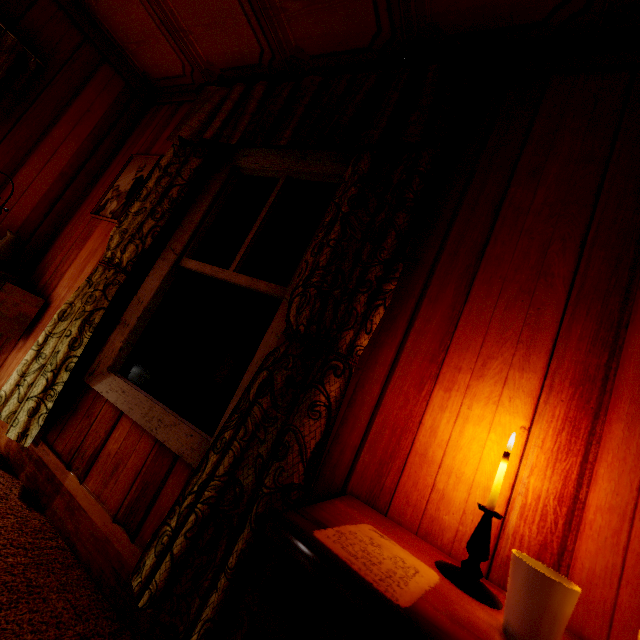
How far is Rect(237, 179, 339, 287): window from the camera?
1.7 meters

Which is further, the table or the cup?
the table

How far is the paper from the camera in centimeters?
57cm

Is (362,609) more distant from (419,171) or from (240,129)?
(240,129)

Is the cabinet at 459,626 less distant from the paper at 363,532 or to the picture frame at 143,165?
the paper at 363,532

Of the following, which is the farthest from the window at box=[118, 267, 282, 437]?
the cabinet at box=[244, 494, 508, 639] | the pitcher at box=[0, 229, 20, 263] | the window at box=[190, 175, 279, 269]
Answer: the pitcher at box=[0, 229, 20, 263]

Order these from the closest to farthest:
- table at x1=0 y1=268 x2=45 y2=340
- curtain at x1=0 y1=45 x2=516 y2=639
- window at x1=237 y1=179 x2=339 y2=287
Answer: curtain at x1=0 y1=45 x2=516 y2=639, window at x1=237 y1=179 x2=339 y2=287, table at x1=0 y1=268 x2=45 y2=340

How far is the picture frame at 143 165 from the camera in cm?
241
